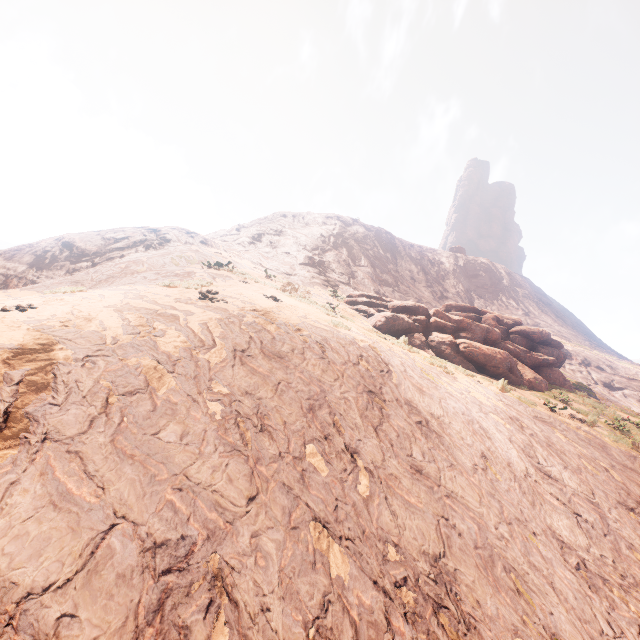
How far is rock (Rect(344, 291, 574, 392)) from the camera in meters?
15.4

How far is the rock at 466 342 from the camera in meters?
15.4

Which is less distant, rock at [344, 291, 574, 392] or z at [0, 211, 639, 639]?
z at [0, 211, 639, 639]

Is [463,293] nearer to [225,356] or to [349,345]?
[349,345]

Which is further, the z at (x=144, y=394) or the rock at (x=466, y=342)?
the rock at (x=466, y=342)
